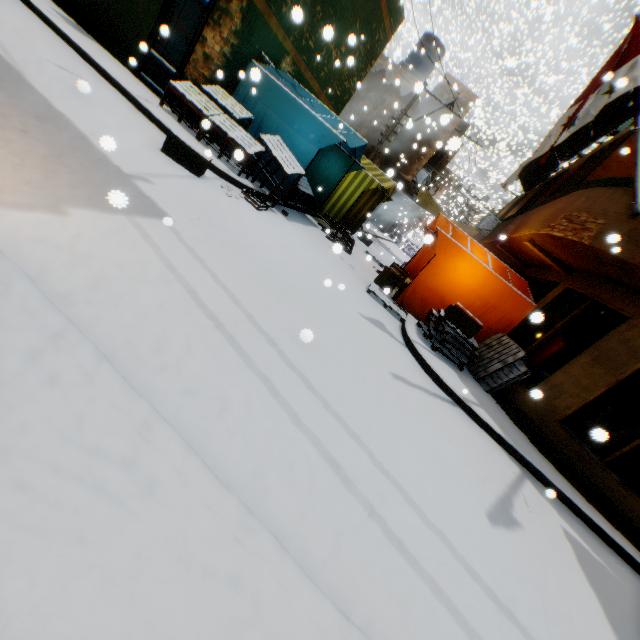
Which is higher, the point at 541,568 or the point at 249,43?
the point at 249,43

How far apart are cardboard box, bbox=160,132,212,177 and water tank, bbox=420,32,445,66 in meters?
17.7

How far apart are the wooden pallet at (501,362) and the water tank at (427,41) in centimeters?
1730cm

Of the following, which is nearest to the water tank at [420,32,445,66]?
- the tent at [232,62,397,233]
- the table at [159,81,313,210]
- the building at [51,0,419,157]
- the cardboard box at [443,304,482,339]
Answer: the building at [51,0,419,157]

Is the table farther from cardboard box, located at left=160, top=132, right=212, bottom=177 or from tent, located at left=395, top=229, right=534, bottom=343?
cardboard box, located at left=160, top=132, right=212, bottom=177

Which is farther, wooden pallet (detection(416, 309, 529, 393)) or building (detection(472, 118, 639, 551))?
wooden pallet (detection(416, 309, 529, 393))

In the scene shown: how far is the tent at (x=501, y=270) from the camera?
8.2m

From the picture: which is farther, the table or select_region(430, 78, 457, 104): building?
select_region(430, 78, 457, 104): building
